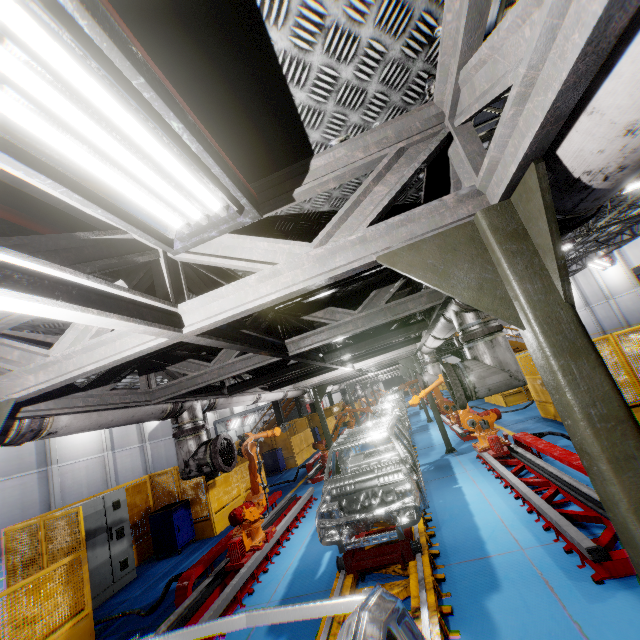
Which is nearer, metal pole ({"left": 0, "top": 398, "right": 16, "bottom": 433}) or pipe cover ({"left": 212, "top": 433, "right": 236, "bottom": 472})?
metal pole ({"left": 0, "top": 398, "right": 16, "bottom": 433})

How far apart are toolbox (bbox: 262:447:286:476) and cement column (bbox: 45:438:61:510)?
14.6m

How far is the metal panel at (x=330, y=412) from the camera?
26.5m

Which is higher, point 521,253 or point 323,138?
point 323,138

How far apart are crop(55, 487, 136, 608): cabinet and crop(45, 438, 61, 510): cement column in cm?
1695

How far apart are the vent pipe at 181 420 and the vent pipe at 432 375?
3.7m

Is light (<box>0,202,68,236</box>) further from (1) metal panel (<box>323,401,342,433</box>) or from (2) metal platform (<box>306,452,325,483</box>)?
(2) metal platform (<box>306,452,325,483</box>)

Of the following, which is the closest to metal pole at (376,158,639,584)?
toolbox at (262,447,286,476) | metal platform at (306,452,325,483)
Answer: metal platform at (306,452,325,483)
